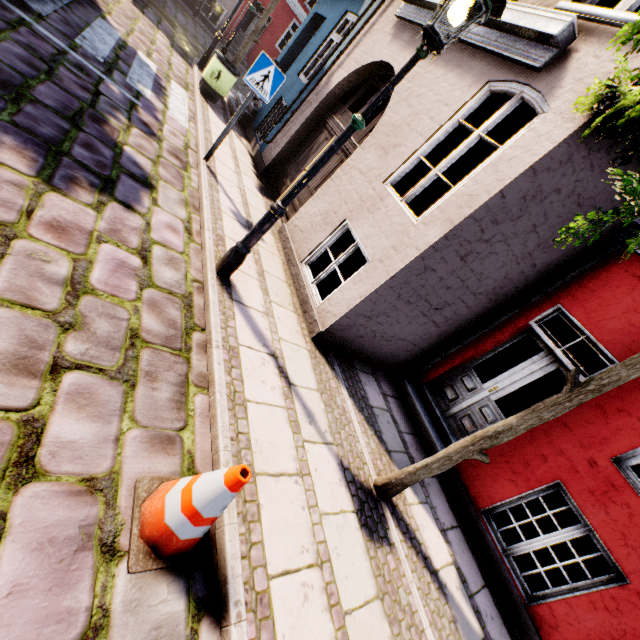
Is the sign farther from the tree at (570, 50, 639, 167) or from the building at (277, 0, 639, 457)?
the tree at (570, 50, 639, 167)

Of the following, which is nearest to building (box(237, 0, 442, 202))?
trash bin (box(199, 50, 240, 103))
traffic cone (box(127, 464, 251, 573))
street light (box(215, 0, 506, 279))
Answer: trash bin (box(199, 50, 240, 103))

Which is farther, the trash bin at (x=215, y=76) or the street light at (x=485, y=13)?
the trash bin at (x=215, y=76)

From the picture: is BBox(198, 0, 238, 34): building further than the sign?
Yes

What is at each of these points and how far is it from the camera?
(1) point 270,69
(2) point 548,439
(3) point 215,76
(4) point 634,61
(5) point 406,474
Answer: (1) sign, 5.0 meters
(2) building, 4.5 meters
(3) trash bin, 8.2 meters
(4) building, 3.0 meters
(5) tree, 3.4 meters

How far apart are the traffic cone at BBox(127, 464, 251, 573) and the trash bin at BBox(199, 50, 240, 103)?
9.55m

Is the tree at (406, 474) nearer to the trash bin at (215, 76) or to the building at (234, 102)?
the building at (234, 102)

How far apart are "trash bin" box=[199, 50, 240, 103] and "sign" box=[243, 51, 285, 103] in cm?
417
